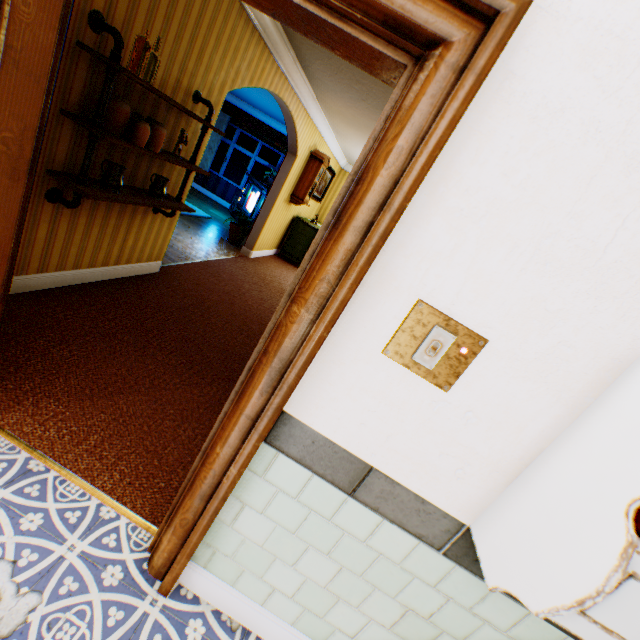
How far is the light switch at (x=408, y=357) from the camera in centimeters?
100cm

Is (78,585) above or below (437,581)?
below

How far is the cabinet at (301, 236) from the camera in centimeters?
837cm

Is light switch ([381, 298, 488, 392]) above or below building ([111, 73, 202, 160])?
below

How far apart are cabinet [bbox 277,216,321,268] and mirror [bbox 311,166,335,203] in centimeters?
54cm

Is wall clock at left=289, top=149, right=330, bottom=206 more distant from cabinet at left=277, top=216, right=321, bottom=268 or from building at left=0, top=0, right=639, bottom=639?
cabinet at left=277, top=216, right=321, bottom=268

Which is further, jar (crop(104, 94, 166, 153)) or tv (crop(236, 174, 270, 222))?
tv (crop(236, 174, 270, 222))

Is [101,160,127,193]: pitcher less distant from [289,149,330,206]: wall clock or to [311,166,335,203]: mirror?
[289,149,330,206]: wall clock
